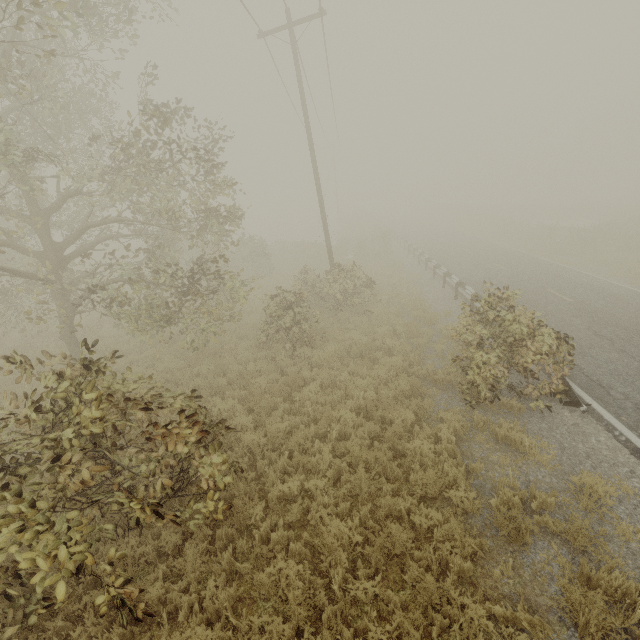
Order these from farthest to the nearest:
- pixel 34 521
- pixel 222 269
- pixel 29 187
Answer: pixel 222 269
pixel 29 187
pixel 34 521

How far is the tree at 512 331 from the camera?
7.3 meters

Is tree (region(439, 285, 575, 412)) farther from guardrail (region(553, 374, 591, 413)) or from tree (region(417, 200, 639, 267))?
tree (region(417, 200, 639, 267))

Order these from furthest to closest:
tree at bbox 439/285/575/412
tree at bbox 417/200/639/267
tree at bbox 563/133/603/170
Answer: tree at bbox 563/133/603/170, tree at bbox 417/200/639/267, tree at bbox 439/285/575/412

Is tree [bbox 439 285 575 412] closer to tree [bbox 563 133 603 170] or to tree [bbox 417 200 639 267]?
tree [bbox 417 200 639 267]

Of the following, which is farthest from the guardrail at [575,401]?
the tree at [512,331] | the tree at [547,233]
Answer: the tree at [547,233]
